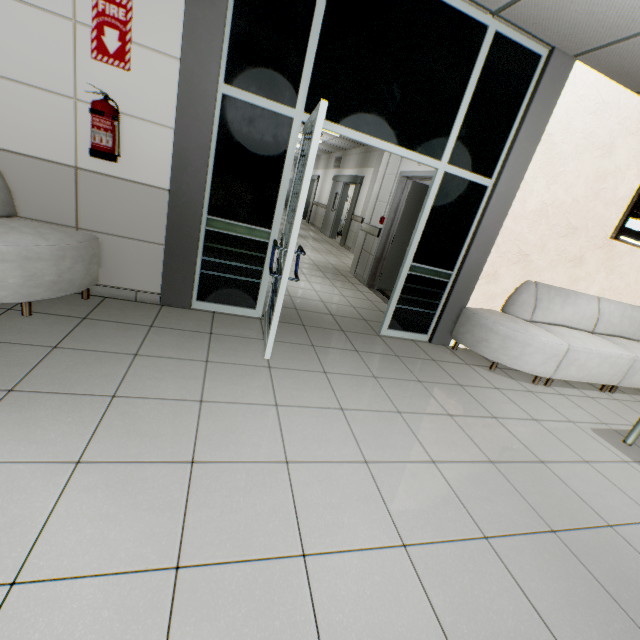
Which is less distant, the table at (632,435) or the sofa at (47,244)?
the sofa at (47,244)

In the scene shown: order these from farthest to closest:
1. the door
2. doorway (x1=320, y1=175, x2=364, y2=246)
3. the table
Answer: doorway (x1=320, y1=175, x2=364, y2=246), the door, the table

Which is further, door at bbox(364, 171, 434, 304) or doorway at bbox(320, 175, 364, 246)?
doorway at bbox(320, 175, 364, 246)

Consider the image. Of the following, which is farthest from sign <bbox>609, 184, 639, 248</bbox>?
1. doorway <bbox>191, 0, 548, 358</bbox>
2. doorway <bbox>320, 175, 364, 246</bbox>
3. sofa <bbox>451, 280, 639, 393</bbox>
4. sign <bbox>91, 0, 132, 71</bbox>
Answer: doorway <bbox>320, 175, 364, 246</bbox>

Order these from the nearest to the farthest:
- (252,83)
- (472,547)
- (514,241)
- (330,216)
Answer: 1. (472,547)
2. (252,83)
3. (514,241)
4. (330,216)

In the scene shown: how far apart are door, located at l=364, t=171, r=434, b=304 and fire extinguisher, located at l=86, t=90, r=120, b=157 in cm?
381

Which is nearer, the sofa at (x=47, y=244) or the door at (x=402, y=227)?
the sofa at (x=47, y=244)

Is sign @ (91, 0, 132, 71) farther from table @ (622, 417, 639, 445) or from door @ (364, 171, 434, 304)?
table @ (622, 417, 639, 445)
